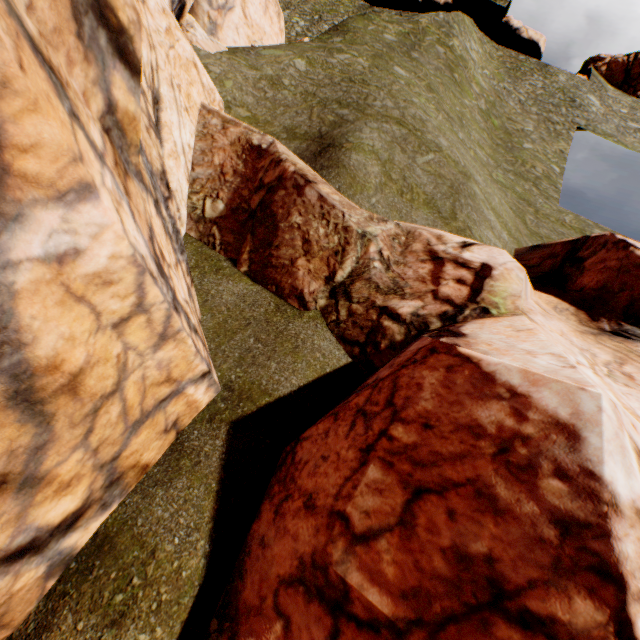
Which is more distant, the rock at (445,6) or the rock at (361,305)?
the rock at (445,6)

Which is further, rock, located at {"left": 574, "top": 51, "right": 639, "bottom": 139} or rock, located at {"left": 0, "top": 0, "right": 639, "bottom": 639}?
rock, located at {"left": 574, "top": 51, "right": 639, "bottom": 139}

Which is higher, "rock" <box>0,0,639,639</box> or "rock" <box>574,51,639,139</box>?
"rock" <box>574,51,639,139</box>

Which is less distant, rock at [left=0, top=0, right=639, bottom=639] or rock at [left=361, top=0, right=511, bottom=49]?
rock at [left=0, top=0, right=639, bottom=639]

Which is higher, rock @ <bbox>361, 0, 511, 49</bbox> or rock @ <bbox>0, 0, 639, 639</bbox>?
rock @ <bbox>361, 0, 511, 49</bbox>

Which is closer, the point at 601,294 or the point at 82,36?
the point at 82,36

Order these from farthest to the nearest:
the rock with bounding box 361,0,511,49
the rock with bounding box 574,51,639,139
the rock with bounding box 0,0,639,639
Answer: the rock with bounding box 361,0,511,49 → the rock with bounding box 574,51,639,139 → the rock with bounding box 0,0,639,639

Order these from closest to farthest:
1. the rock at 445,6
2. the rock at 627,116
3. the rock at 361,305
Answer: the rock at 361,305, the rock at 627,116, the rock at 445,6
